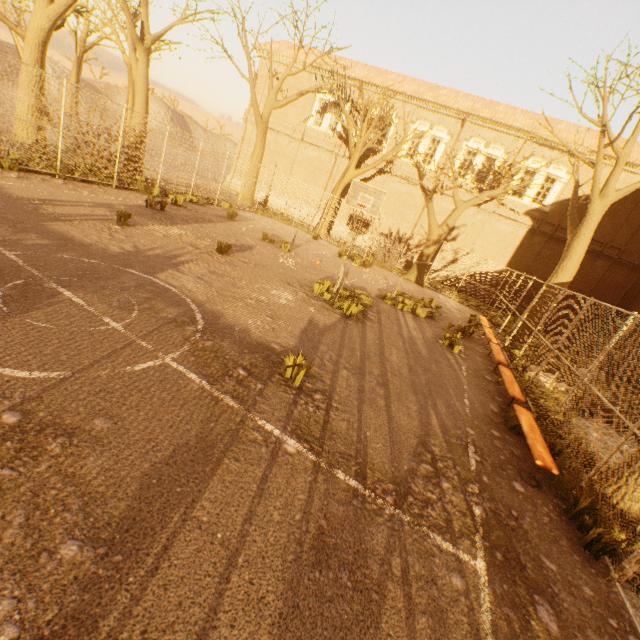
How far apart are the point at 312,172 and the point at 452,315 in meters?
18.1 m

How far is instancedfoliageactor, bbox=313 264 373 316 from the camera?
9.3m

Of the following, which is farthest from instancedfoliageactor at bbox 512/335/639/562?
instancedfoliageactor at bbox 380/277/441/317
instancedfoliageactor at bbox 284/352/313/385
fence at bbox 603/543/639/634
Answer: instancedfoliageactor at bbox 284/352/313/385

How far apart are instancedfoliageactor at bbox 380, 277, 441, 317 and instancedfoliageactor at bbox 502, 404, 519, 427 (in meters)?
6.03

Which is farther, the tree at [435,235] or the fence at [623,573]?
the tree at [435,235]

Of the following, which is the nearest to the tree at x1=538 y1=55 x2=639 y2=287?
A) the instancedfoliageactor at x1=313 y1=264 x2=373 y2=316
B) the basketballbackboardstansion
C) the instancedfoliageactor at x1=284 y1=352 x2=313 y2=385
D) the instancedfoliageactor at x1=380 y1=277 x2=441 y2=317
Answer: the basketballbackboardstansion

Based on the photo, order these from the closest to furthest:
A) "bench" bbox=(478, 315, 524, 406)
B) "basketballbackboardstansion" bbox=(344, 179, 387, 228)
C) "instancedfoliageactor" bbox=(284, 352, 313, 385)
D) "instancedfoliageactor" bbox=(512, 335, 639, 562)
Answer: "instancedfoliageactor" bbox=(512, 335, 639, 562) → "instancedfoliageactor" bbox=(284, 352, 313, 385) → "bench" bbox=(478, 315, 524, 406) → "basketballbackboardstansion" bbox=(344, 179, 387, 228)

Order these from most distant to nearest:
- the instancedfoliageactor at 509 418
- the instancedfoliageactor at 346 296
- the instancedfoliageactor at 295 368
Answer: the instancedfoliageactor at 346 296
the instancedfoliageactor at 509 418
the instancedfoliageactor at 295 368
